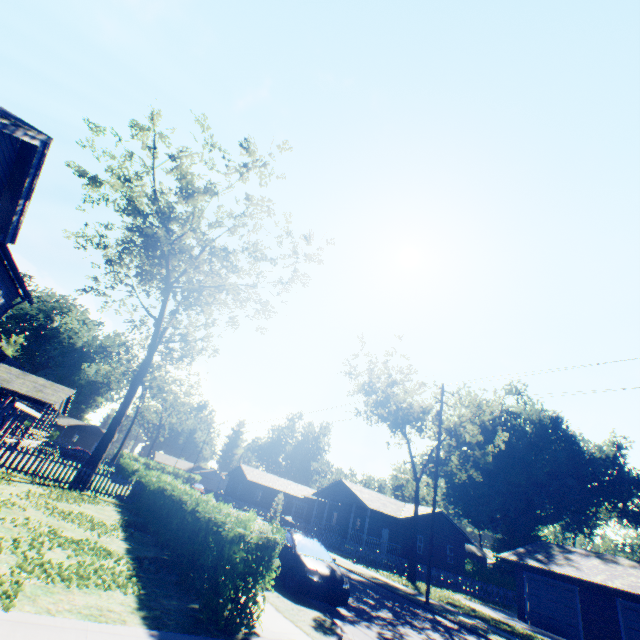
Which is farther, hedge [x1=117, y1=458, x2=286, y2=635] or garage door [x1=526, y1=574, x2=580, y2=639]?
garage door [x1=526, y1=574, x2=580, y2=639]

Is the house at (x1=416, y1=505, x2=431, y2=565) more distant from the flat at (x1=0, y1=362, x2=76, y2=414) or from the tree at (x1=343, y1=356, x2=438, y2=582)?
the flat at (x1=0, y1=362, x2=76, y2=414)

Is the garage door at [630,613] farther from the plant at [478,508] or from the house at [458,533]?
the plant at [478,508]

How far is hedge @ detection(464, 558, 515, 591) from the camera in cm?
4050

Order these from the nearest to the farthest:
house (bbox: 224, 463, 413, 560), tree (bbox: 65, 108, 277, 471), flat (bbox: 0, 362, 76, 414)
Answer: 1. tree (bbox: 65, 108, 277, 471)
2. flat (bbox: 0, 362, 76, 414)
3. house (bbox: 224, 463, 413, 560)

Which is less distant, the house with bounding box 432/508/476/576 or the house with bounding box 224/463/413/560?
the house with bounding box 224/463/413/560

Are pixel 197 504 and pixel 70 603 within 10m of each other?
yes

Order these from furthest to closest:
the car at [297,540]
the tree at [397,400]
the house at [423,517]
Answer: the house at [423,517] → the tree at [397,400] → the car at [297,540]
